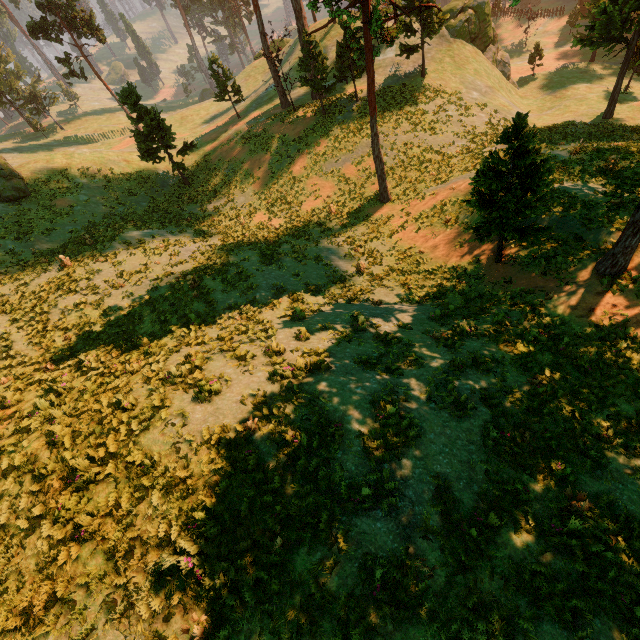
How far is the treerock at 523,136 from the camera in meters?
10.6

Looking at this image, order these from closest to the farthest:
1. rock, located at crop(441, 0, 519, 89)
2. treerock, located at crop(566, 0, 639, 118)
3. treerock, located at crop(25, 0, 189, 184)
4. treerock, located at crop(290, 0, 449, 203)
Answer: treerock, located at crop(290, 0, 449, 203), treerock, located at crop(566, 0, 639, 118), treerock, located at crop(25, 0, 189, 184), rock, located at crop(441, 0, 519, 89)

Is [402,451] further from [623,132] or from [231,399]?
[623,132]

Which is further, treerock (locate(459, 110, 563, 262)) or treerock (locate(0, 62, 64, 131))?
treerock (locate(0, 62, 64, 131))

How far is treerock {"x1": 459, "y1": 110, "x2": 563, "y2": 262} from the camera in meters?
10.6 m

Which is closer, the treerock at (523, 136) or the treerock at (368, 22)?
the treerock at (523, 136)
